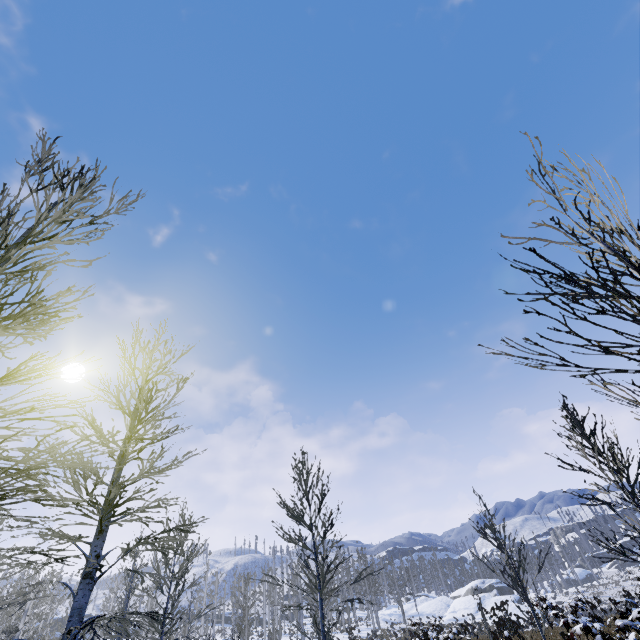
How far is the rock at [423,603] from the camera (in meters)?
43.47

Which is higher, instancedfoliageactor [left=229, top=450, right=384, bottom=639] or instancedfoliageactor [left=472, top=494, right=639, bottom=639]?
instancedfoliageactor [left=229, top=450, right=384, bottom=639]

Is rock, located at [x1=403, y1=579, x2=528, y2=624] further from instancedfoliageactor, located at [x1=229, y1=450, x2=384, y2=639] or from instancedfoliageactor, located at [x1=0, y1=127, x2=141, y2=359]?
instancedfoliageactor, located at [x1=0, y1=127, x2=141, y2=359]

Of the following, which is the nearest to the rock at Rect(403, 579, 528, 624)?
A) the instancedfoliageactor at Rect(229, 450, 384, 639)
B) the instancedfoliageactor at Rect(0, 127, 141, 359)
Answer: the instancedfoliageactor at Rect(229, 450, 384, 639)

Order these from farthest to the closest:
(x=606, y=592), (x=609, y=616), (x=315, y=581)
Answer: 1. (x=606, y=592)
2. (x=609, y=616)
3. (x=315, y=581)

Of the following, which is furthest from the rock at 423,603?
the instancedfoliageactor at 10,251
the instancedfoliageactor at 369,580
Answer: the instancedfoliageactor at 10,251

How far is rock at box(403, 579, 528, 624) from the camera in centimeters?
4347cm
